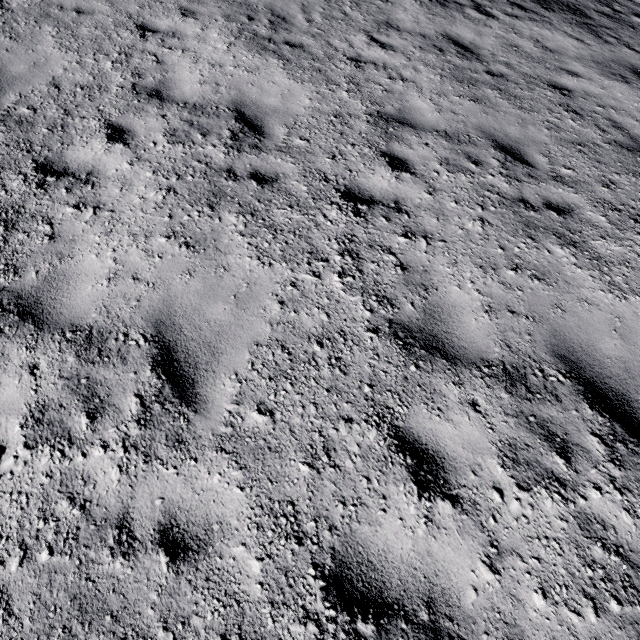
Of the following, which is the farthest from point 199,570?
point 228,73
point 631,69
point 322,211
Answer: point 631,69
